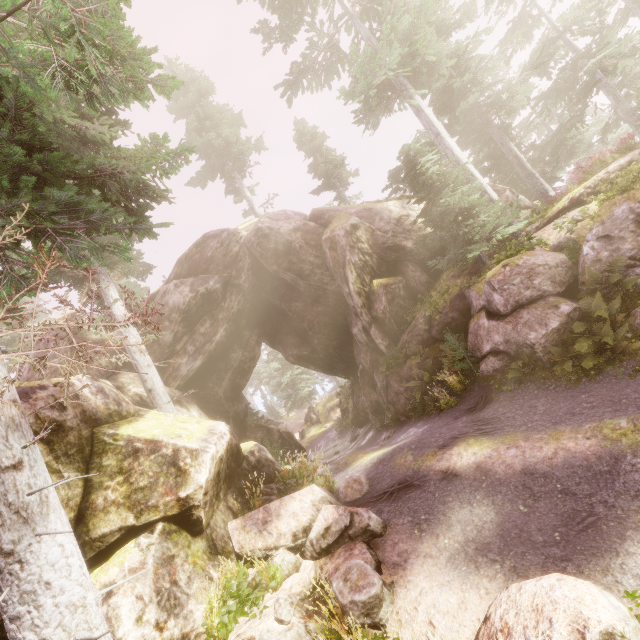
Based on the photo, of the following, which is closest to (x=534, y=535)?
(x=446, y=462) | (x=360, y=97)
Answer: (x=446, y=462)

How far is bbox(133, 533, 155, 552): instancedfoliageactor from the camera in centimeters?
574cm

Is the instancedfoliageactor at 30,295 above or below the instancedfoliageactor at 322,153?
below

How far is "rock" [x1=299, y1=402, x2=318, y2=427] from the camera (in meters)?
42.41

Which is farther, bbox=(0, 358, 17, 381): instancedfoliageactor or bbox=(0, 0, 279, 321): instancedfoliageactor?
bbox=(0, 0, 279, 321): instancedfoliageactor

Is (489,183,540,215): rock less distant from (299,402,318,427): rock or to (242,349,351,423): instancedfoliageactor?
(242,349,351,423): instancedfoliageactor

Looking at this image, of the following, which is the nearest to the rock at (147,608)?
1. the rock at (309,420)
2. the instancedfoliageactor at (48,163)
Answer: the instancedfoliageactor at (48,163)
